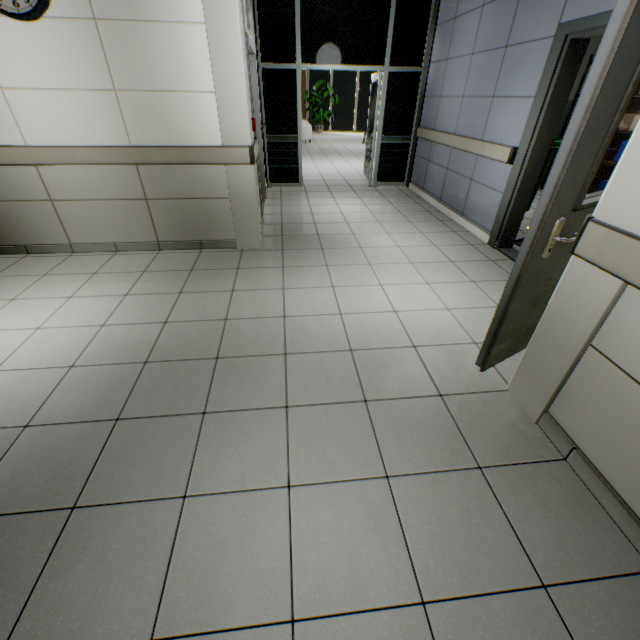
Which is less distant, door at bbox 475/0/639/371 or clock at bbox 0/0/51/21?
door at bbox 475/0/639/371

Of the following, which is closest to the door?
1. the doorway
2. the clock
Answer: the doorway

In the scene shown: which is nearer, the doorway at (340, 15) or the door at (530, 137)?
the door at (530, 137)

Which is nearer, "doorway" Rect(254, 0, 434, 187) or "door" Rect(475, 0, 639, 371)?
"door" Rect(475, 0, 639, 371)

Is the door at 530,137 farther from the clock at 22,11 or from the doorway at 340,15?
the clock at 22,11

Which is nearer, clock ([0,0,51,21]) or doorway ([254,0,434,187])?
clock ([0,0,51,21])

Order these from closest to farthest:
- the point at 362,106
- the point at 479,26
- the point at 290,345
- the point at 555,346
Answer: the point at 555,346
the point at 290,345
the point at 479,26
the point at 362,106

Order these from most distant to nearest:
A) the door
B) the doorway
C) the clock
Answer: the doorway < the clock < the door
